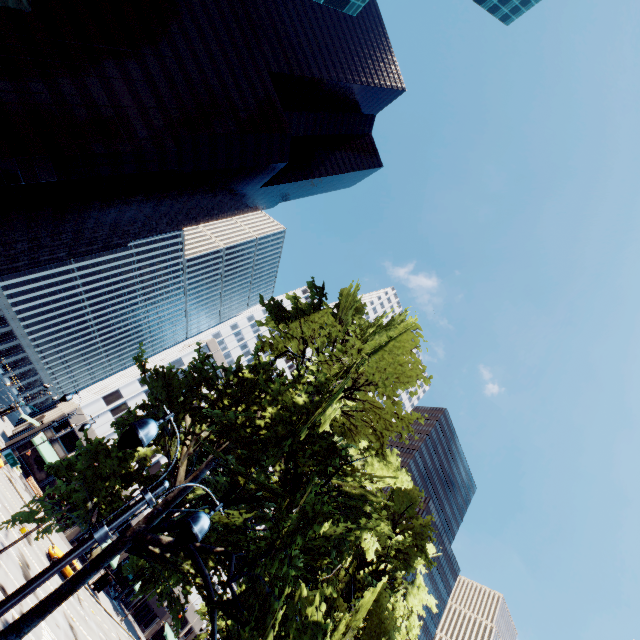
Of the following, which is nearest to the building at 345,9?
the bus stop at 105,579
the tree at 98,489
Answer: the tree at 98,489

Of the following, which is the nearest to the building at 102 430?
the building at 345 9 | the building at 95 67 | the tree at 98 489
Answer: the tree at 98 489

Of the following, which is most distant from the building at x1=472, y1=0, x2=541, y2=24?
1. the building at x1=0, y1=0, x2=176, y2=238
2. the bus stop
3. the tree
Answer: the bus stop

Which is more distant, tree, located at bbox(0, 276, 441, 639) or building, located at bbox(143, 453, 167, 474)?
building, located at bbox(143, 453, 167, 474)

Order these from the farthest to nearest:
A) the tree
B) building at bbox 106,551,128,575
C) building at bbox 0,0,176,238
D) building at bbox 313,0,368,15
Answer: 1. building at bbox 106,551,128,575
2. building at bbox 0,0,176,238
3. building at bbox 313,0,368,15
4. the tree

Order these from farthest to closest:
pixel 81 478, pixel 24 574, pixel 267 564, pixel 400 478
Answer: pixel 24 574
pixel 400 478
pixel 81 478
pixel 267 564

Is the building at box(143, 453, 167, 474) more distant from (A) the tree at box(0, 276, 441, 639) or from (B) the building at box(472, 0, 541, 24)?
(B) the building at box(472, 0, 541, 24)

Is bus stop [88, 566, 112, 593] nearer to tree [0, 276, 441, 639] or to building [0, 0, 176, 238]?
tree [0, 276, 441, 639]
